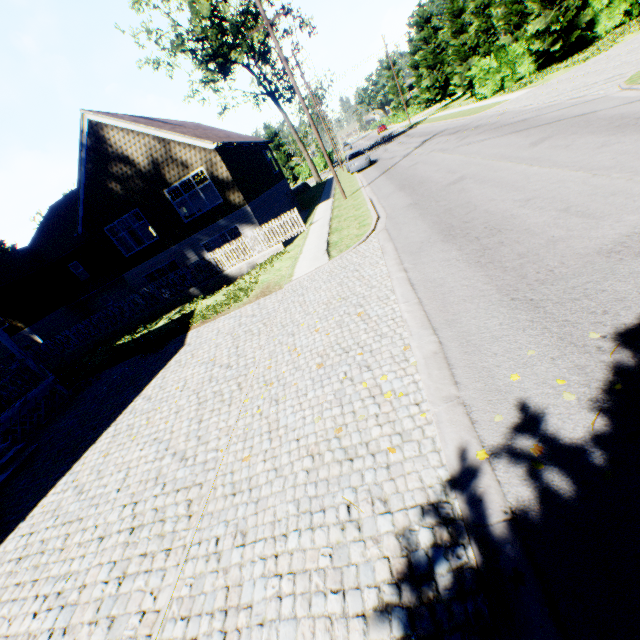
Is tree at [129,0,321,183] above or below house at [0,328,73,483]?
above

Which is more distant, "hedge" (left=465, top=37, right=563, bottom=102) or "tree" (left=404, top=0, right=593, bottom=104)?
"hedge" (left=465, top=37, right=563, bottom=102)

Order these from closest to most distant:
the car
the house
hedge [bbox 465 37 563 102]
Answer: the house → hedge [bbox 465 37 563 102] → the car

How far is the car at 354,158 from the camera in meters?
27.4 m

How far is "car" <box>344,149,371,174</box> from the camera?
27.38m

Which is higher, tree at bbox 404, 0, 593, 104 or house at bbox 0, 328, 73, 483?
tree at bbox 404, 0, 593, 104

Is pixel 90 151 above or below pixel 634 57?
above

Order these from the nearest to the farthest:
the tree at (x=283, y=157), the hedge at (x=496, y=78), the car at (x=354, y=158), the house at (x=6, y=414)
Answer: the house at (x=6, y=414) < the hedge at (x=496, y=78) < the car at (x=354, y=158) < the tree at (x=283, y=157)
